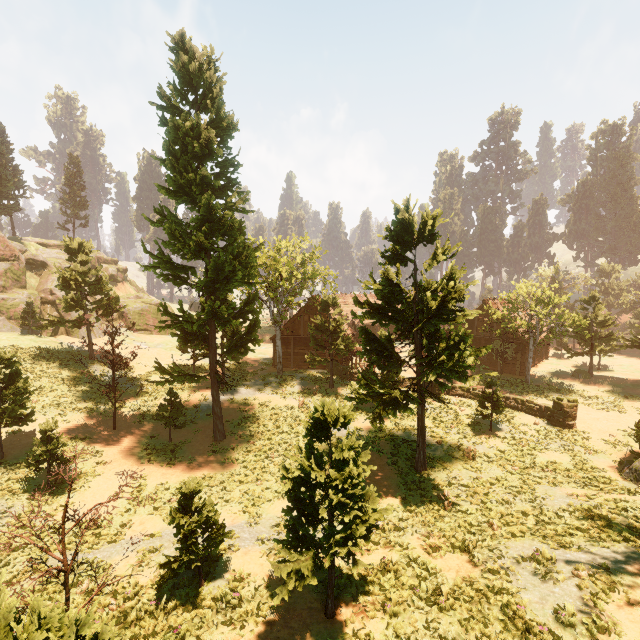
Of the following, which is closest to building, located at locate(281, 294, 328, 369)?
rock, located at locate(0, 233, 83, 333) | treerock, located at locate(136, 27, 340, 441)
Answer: treerock, located at locate(136, 27, 340, 441)

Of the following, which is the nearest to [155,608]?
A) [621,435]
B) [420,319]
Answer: [420,319]

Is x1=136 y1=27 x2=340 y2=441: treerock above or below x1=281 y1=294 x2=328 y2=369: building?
above

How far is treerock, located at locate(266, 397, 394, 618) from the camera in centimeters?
788cm

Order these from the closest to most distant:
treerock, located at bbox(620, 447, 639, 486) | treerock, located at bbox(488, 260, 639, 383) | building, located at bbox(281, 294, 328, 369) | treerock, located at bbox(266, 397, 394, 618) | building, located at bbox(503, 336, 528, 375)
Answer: treerock, located at bbox(266, 397, 394, 618) → treerock, located at bbox(620, 447, 639, 486) → treerock, located at bbox(488, 260, 639, 383) → building, located at bbox(503, 336, 528, 375) → building, located at bbox(281, 294, 328, 369)

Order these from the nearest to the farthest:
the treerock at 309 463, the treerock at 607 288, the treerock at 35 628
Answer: the treerock at 35 628
the treerock at 309 463
the treerock at 607 288

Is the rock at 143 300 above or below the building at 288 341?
above

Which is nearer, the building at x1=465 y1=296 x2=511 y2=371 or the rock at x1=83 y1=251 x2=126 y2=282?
the building at x1=465 y1=296 x2=511 y2=371
